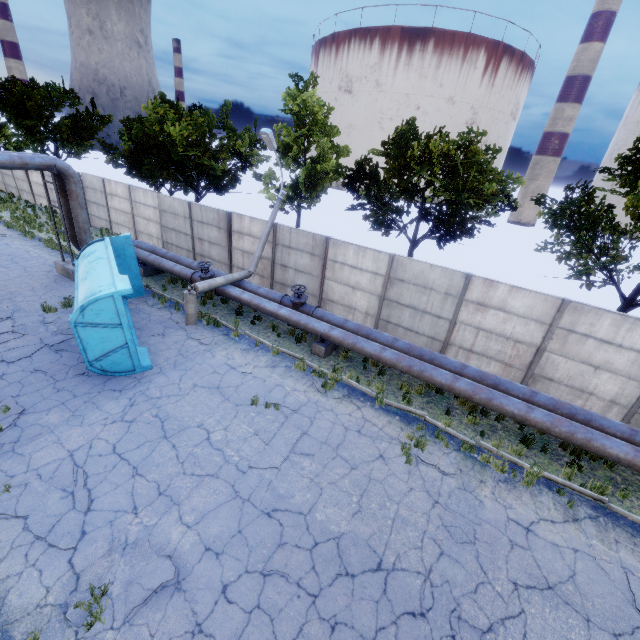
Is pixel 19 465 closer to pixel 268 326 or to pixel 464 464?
pixel 268 326

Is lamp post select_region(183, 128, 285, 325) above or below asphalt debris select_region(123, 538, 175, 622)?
above

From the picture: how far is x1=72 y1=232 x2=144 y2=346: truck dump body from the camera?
9.5m

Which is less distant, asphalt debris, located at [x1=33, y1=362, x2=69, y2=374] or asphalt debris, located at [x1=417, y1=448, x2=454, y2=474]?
asphalt debris, located at [x1=417, y1=448, x2=454, y2=474]

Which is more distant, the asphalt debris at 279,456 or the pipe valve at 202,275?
the pipe valve at 202,275

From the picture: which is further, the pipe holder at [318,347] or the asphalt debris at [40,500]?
the pipe holder at [318,347]

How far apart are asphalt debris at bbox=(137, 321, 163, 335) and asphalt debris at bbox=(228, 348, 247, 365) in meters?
2.9 m

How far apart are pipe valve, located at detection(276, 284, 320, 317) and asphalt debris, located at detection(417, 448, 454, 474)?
5.4 meters
